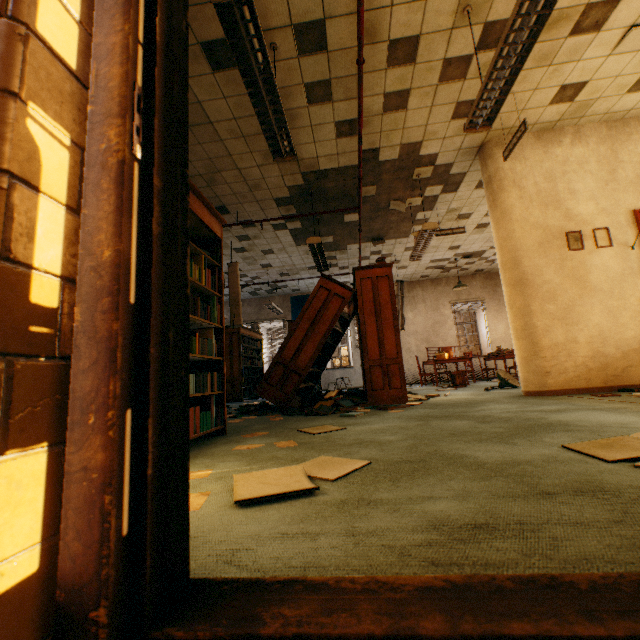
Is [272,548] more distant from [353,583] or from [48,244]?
[48,244]

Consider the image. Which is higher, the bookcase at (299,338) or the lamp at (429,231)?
the lamp at (429,231)

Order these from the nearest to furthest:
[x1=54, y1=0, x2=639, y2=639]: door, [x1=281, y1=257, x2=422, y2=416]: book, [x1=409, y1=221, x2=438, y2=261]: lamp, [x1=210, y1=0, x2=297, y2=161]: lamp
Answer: [x1=54, y1=0, x2=639, y2=639]: door, [x1=210, y1=0, x2=297, y2=161]: lamp, [x1=281, y1=257, x2=422, y2=416]: book, [x1=409, y1=221, x2=438, y2=261]: lamp

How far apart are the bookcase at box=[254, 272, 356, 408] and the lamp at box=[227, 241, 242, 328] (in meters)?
1.30

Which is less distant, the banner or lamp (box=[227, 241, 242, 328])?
lamp (box=[227, 241, 242, 328])

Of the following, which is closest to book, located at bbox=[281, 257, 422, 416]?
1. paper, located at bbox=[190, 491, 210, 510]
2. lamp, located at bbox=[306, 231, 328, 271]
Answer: lamp, located at bbox=[306, 231, 328, 271]

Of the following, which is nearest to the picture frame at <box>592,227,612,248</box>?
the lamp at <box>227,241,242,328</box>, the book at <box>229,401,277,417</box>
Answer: the book at <box>229,401,277,417</box>

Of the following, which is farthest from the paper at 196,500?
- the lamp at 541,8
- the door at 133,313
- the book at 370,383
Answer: the lamp at 541,8
